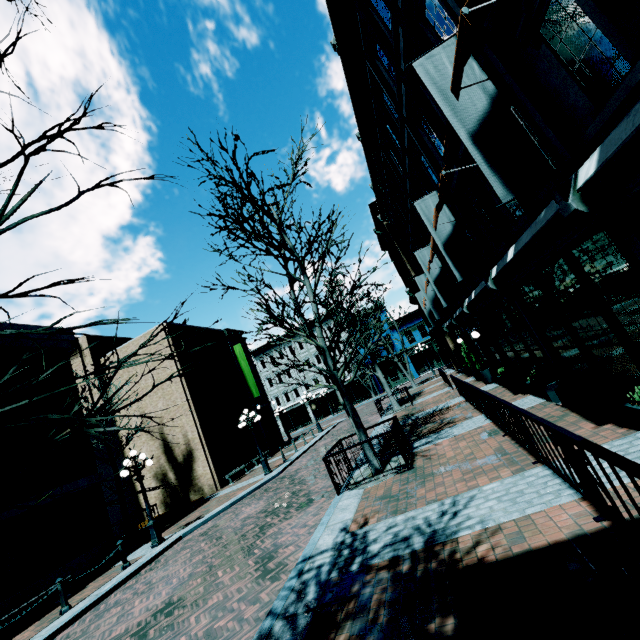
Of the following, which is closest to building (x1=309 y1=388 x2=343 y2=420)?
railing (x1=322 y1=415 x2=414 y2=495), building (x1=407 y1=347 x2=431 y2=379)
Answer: building (x1=407 y1=347 x2=431 y2=379)

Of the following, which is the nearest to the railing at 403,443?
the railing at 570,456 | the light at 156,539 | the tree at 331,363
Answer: the tree at 331,363

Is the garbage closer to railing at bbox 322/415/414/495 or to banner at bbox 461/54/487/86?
railing at bbox 322/415/414/495

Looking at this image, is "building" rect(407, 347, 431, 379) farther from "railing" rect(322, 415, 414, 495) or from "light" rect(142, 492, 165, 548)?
"light" rect(142, 492, 165, 548)

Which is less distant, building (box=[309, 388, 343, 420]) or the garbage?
the garbage

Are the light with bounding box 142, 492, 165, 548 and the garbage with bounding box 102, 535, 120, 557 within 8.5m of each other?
yes

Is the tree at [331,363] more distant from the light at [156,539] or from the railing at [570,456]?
the light at [156,539]

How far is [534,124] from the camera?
4.8m
